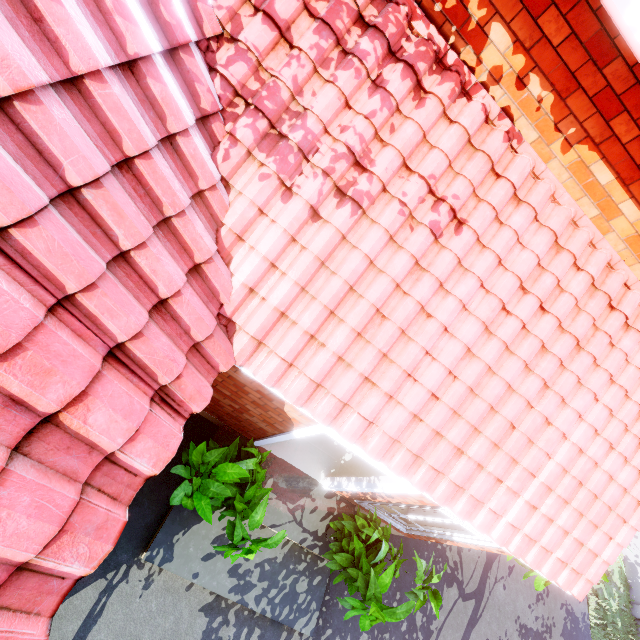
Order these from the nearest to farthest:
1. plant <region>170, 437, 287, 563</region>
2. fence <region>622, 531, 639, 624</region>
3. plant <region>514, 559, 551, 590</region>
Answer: plant <region>170, 437, 287, 563</region>, plant <region>514, 559, 551, 590</region>, fence <region>622, 531, 639, 624</region>

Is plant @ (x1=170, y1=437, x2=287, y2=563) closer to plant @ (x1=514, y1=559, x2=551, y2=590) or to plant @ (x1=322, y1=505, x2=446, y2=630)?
plant @ (x1=322, y1=505, x2=446, y2=630)

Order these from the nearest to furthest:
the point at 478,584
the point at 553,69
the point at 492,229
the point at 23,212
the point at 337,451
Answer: the point at 23,212 < the point at 553,69 < the point at 492,229 < the point at 337,451 < the point at 478,584

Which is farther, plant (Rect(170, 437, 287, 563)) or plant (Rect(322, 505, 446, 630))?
plant (Rect(322, 505, 446, 630))

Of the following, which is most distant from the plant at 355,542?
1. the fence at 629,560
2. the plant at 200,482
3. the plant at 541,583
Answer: the fence at 629,560

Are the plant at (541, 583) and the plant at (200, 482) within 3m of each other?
no

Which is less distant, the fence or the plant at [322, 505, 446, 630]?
the plant at [322, 505, 446, 630]
